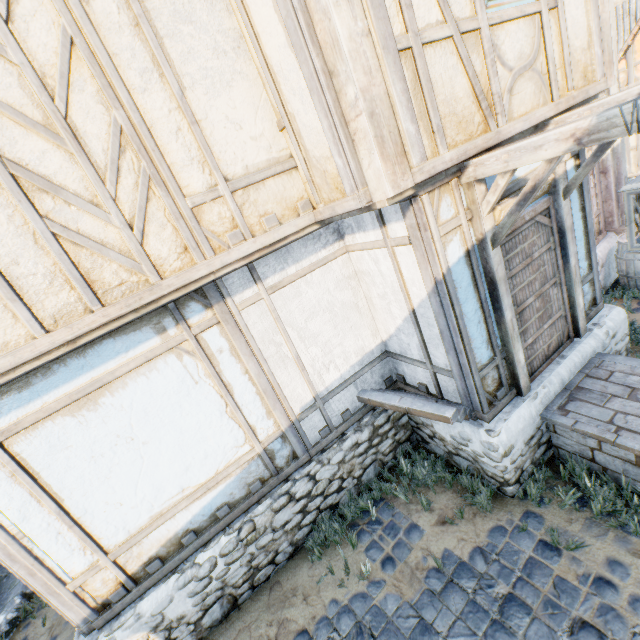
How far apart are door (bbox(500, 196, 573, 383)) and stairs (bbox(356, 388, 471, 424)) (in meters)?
0.84

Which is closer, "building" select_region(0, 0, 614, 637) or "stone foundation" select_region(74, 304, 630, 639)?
"building" select_region(0, 0, 614, 637)

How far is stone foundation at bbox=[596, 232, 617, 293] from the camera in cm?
682

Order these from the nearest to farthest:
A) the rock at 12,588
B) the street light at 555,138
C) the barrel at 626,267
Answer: the street light at 555,138 < the rock at 12,588 < the barrel at 626,267

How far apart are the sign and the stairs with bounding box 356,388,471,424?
2.1m

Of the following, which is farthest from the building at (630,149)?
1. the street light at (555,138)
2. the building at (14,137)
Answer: the street light at (555,138)

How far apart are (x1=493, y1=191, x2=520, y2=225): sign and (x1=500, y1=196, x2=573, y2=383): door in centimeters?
2cm

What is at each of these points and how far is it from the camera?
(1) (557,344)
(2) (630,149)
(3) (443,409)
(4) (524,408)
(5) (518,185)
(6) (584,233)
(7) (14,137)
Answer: (1) door, 4.5m
(2) building, 11.5m
(3) stairs, 3.9m
(4) stone foundation, 4.0m
(5) building, 3.7m
(6) building, 4.6m
(7) building, 2.4m
